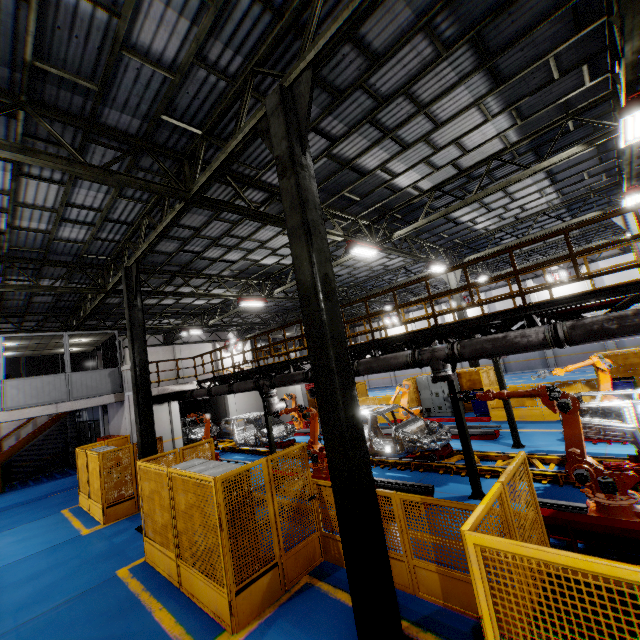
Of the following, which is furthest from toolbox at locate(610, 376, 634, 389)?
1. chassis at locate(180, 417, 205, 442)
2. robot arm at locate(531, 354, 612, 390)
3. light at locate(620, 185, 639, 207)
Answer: chassis at locate(180, 417, 205, 442)

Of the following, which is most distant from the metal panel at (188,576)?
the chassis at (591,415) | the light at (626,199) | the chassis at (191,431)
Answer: the chassis at (191,431)

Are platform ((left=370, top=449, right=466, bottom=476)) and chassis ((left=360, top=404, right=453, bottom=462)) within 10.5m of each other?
yes

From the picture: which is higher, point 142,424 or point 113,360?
point 113,360

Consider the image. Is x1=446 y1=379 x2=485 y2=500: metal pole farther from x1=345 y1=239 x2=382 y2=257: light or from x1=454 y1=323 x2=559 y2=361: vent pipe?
x1=345 y1=239 x2=382 y2=257: light

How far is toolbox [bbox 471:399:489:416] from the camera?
15.23m

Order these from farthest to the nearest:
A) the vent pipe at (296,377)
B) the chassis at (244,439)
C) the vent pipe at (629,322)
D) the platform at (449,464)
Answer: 1. the chassis at (244,439)
2. the vent pipe at (296,377)
3. the platform at (449,464)
4. the vent pipe at (629,322)

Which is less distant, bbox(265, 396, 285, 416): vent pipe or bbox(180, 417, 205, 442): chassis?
bbox(265, 396, 285, 416): vent pipe
